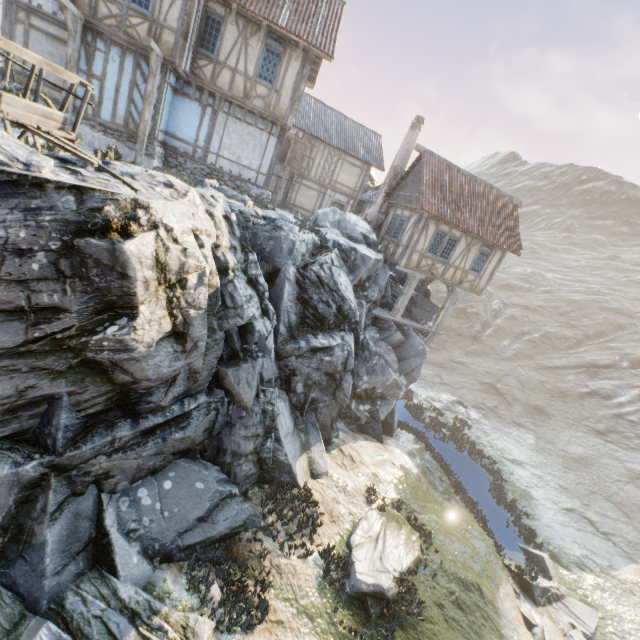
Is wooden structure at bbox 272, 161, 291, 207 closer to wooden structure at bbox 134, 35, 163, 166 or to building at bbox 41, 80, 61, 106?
building at bbox 41, 80, 61, 106

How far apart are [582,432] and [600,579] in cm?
1409

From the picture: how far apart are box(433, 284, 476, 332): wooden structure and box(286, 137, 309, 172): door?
14.6 meters

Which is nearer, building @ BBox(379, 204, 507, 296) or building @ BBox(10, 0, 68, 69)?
building @ BBox(10, 0, 68, 69)

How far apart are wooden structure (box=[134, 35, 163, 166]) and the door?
13.2 meters

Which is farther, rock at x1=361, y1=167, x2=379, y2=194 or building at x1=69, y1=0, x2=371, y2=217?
rock at x1=361, y1=167, x2=379, y2=194

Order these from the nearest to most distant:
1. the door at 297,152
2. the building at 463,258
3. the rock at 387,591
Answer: the rock at 387,591, the building at 463,258, the door at 297,152

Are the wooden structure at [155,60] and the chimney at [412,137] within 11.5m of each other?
no
